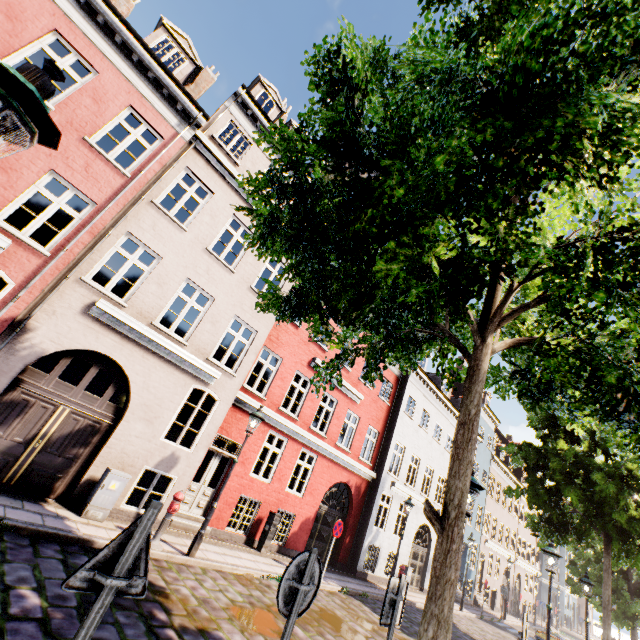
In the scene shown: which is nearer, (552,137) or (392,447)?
(552,137)

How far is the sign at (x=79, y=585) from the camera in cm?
189

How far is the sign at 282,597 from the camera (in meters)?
2.87

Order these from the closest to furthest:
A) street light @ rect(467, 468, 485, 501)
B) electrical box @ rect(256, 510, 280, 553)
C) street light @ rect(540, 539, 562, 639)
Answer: street light @ rect(467, 468, 485, 501), street light @ rect(540, 539, 562, 639), electrical box @ rect(256, 510, 280, 553)

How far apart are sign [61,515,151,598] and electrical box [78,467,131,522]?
7.1m

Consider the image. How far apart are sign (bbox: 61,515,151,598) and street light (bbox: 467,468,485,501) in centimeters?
466cm

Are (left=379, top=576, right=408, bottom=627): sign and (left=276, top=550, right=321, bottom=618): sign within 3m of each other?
yes

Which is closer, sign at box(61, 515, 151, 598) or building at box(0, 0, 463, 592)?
sign at box(61, 515, 151, 598)
